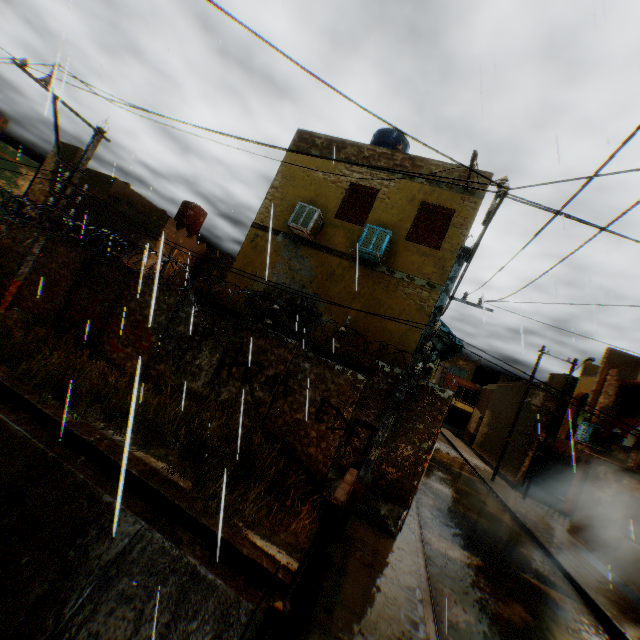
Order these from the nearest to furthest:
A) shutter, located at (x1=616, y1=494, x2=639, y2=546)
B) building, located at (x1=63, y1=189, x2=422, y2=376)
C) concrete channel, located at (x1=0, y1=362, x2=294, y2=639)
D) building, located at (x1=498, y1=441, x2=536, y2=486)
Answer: concrete channel, located at (x1=0, y1=362, x2=294, y2=639) < building, located at (x1=63, y1=189, x2=422, y2=376) < shutter, located at (x1=616, y1=494, x2=639, y2=546) < building, located at (x1=498, y1=441, x2=536, y2=486)

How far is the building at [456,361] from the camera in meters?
15.7

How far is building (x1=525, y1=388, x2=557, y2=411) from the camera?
22.9 meters

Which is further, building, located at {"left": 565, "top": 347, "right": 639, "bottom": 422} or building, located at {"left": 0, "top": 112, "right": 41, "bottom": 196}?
building, located at {"left": 0, "top": 112, "right": 41, "bottom": 196}

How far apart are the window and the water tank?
39.9m

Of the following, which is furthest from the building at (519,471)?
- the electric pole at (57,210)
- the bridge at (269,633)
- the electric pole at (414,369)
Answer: the electric pole at (57,210)

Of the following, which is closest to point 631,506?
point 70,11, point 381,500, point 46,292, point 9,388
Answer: point 381,500

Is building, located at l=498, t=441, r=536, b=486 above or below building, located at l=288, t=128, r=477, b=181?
below
